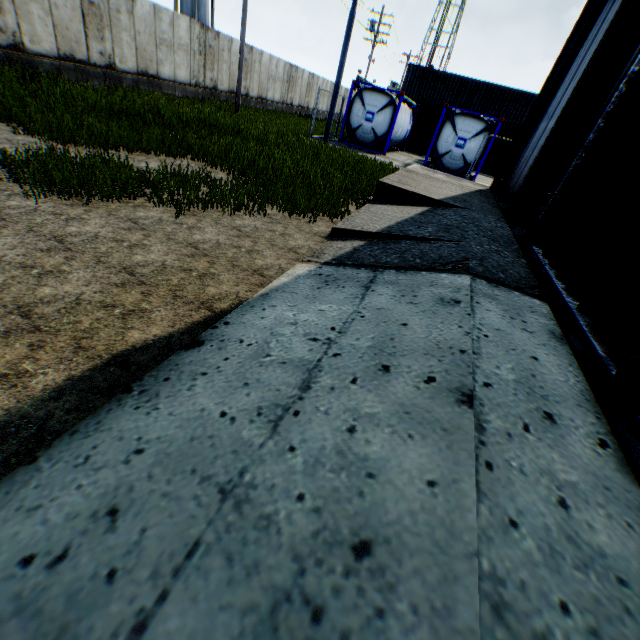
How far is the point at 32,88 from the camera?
8.20m

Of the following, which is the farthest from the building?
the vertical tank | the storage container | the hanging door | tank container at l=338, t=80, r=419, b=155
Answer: the vertical tank

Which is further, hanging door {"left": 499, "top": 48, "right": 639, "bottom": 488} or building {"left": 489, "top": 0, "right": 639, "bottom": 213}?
building {"left": 489, "top": 0, "right": 639, "bottom": 213}

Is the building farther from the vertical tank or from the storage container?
the vertical tank

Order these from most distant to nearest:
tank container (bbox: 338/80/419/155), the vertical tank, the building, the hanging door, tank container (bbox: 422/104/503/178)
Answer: the vertical tank
tank container (bbox: 338/80/419/155)
tank container (bbox: 422/104/503/178)
the building
the hanging door

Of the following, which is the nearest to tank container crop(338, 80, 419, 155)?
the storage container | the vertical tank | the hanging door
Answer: the storage container

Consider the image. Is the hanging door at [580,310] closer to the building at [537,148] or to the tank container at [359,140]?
the building at [537,148]

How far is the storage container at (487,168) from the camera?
24.2m
